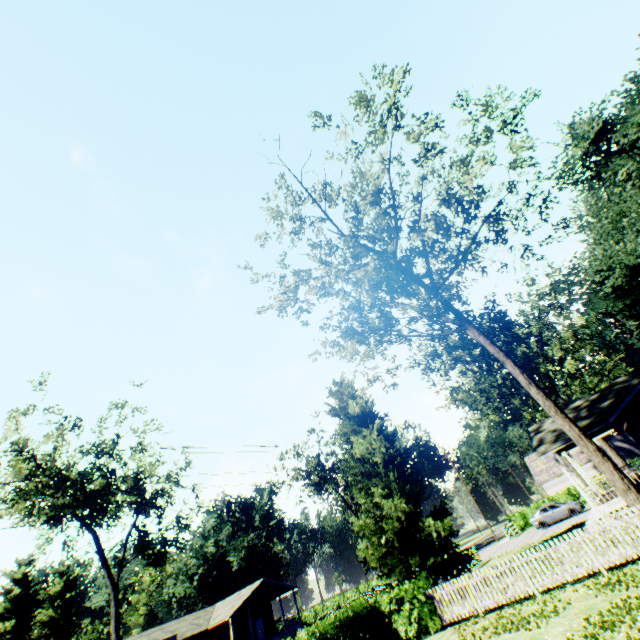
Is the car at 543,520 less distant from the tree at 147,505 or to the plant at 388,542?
the plant at 388,542

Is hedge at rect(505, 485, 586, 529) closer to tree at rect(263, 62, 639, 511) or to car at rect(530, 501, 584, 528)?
car at rect(530, 501, 584, 528)

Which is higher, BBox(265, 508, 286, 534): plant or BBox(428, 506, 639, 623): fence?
BBox(265, 508, 286, 534): plant

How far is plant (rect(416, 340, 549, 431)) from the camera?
39.38m

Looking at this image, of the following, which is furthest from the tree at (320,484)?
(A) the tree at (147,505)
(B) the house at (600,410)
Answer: (B) the house at (600,410)

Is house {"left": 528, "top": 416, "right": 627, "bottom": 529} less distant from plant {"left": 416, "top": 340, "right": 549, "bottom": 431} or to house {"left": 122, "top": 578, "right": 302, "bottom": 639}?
plant {"left": 416, "top": 340, "right": 549, "bottom": 431}

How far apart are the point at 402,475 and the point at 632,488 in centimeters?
1390cm

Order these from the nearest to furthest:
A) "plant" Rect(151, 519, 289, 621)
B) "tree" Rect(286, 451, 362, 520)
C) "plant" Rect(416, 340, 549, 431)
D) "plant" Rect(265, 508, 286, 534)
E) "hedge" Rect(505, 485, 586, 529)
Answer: "hedge" Rect(505, 485, 586, 529) < "plant" Rect(416, 340, 549, 431) < "tree" Rect(286, 451, 362, 520) < "plant" Rect(151, 519, 289, 621) < "plant" Rect(265, 508, 286, 534)
